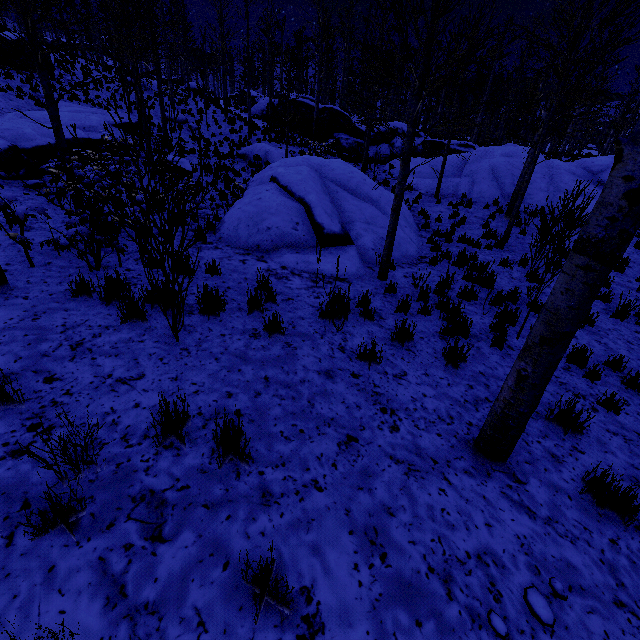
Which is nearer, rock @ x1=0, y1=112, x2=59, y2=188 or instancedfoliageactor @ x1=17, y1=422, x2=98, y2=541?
instancedfoliageactor @ x1=17, y1=422, x2=98, y2=541

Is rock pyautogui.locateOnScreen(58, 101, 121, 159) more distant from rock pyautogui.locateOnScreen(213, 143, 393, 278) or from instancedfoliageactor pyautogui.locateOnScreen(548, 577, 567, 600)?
rock pyautogui.locateOnScreen(213, 143, 393, 278)

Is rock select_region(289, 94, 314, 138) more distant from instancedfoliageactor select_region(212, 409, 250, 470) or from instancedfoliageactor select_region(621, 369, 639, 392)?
instancedfoliageactor select_region(212, 409, 250, 470)

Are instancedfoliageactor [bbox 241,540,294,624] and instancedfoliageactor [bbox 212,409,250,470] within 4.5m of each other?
yes

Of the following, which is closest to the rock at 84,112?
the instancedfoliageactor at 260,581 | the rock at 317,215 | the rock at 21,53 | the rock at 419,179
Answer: the rock at 21,53

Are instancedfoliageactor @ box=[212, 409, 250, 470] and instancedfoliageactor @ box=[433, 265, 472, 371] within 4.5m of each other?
no

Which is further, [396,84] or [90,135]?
[90,135]

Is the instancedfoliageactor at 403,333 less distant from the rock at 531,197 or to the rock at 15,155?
the rock at 531,197
